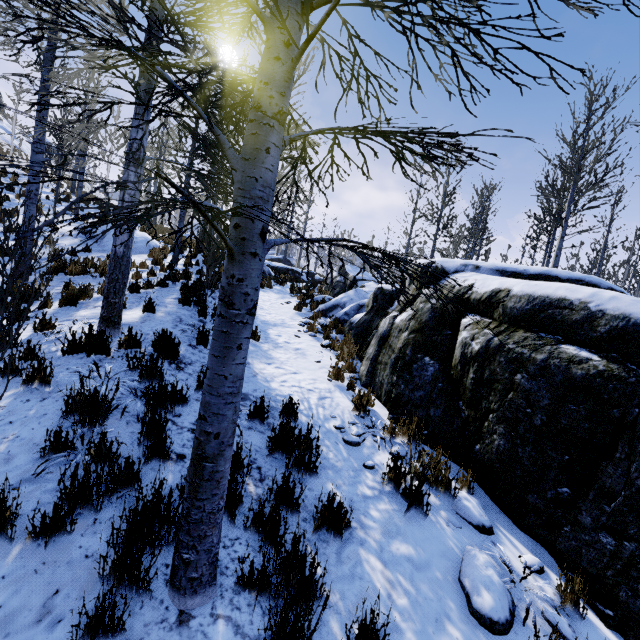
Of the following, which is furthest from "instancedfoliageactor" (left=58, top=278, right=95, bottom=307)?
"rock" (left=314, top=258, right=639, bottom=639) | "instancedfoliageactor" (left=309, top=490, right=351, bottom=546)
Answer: "instancedfoliageactor" (left=309, top=490, right=351, bottom=546)

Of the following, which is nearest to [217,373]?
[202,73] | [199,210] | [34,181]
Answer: [199,210]

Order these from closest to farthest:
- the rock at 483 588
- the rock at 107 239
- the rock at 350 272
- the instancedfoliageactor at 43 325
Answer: the rock at 483 588, the instancedfoliageactor at 43 325, the rock at 107 239, the rock at 350 272

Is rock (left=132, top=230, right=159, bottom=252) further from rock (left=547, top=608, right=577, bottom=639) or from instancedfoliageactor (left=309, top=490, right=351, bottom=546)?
instancedfoliageactor (left=309, top=490, right=351, bottom=546)

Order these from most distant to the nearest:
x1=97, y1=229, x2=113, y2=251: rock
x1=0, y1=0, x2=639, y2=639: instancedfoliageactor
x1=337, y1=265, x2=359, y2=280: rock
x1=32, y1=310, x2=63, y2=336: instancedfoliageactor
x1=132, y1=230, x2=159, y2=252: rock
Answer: x1=337, y1=265, x2=359, y2=280: rock → x1=132, y1=230, x2=159, y2=252: rock → x1=97, y1=229, x2=113, y2=251: rock → x1=32, y1=310, x2=63, y2=336: instancedfoliageactor → x1=0, y1=0, x2=639, y2=639: instancedfoliageactor

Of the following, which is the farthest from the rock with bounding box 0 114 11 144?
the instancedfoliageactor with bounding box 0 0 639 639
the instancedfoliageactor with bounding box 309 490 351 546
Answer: the instancedfoliageactor with bounding box 309 490 351 546

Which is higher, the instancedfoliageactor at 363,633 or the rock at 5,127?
the rock at 5,127

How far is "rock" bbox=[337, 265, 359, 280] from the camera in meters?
14.8 m
